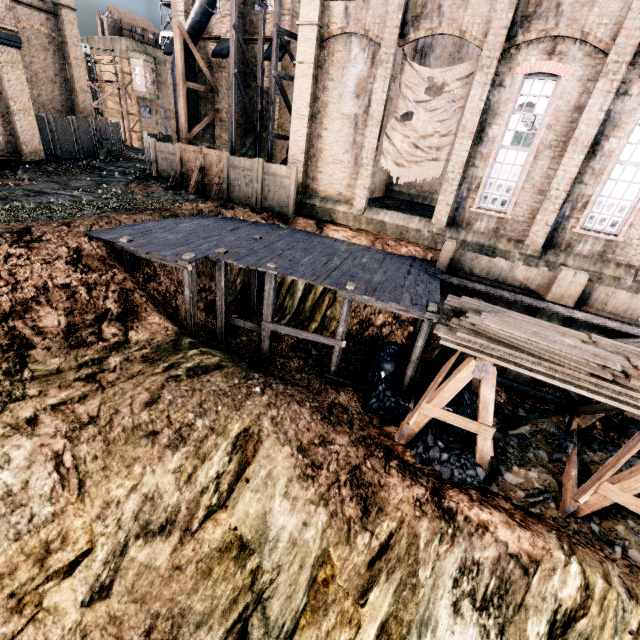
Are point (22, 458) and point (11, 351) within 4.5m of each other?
yes

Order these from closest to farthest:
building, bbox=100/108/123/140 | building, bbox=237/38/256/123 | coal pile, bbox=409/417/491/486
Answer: coal pile, bbox=409/417/491/486 → building, bbox=237/38/256/123 → building, bbox=100/108/123/140

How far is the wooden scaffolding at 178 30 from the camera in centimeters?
1983cm

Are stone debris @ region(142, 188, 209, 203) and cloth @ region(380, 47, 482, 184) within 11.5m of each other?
yes

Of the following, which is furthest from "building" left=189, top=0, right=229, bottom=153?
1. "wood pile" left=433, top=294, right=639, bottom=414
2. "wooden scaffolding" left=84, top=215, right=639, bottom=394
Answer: "wood pile" left=433, top=294, right=639, bottom=414

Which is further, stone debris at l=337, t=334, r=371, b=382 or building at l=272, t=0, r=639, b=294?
stone debris at l=337, t=334, r=371, b=382

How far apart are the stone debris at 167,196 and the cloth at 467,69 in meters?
10.7 m

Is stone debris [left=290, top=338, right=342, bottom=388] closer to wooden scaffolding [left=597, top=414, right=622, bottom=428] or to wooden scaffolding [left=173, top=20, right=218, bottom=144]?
wooden scaffolding [left=597, top=414, right=622, bottom=428]
